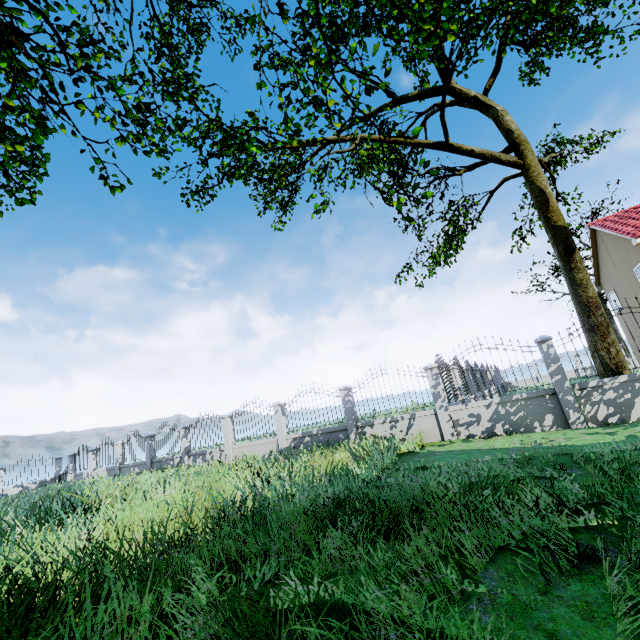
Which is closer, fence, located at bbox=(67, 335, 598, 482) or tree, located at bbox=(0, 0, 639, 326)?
tree, located at bbox=(0, 0, 639, 326)

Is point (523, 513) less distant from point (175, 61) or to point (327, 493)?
point (327, 493)

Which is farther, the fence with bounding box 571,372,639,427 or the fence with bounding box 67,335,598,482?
the fence with bounding box 67,335,598,482

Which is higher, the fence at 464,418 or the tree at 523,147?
the tree at 523,147

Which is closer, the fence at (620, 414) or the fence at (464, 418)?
the fence at (620, 414)

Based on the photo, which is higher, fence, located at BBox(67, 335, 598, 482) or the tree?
the tree

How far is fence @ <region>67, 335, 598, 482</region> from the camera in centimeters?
848cm
